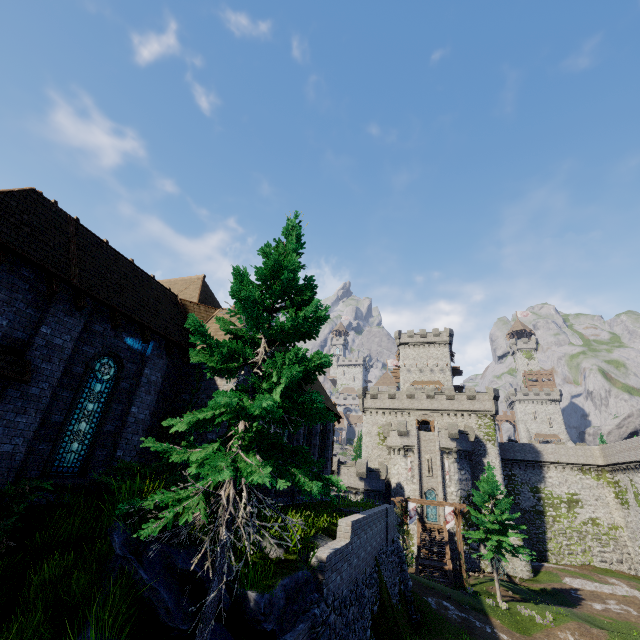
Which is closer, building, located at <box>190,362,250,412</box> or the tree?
the tree

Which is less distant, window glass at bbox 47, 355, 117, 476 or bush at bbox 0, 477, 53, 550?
bush at bbox 0, 477, 53, 550

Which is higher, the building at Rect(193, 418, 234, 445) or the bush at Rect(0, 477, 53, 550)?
the building at Rect(193, 418, 234, 445)

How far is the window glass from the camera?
9.7m

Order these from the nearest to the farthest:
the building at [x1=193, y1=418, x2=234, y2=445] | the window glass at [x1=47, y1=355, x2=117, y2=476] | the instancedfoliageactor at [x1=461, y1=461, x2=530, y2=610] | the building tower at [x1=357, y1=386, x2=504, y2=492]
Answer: the window glass at [x1=47, y1=355, x2=117, y2=476]
the building at [x1=193, y1=418, x2=234, y2=445]
the instancedfoliageactor at [x1=461, y1=461, x2=530, y2=610]
the building tower at [x1=357, y1=386, x2=504, y2=492]

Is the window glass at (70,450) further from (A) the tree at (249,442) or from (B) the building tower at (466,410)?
(B) the building tower at (466,410)

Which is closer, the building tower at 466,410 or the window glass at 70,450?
the window glass at 70,450

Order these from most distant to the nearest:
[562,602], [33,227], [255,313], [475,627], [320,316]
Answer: [562,602], [475,627], [33,227], [320,316], [255,313]
